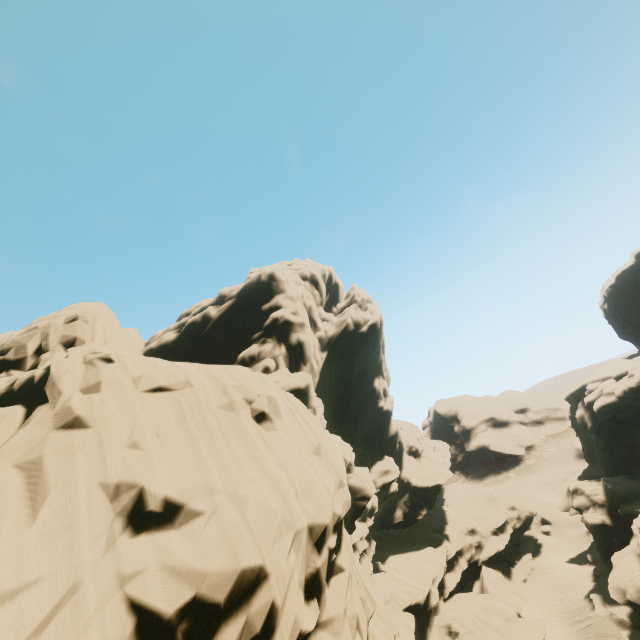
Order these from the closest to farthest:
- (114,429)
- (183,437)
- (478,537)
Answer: (114,429), (183,437), (478,537)

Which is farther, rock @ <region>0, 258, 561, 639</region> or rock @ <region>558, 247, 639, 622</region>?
rock @ <region>558, 247, 639, 622</region>

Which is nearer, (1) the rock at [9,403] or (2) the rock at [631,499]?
(1) the rock at [9,403]
